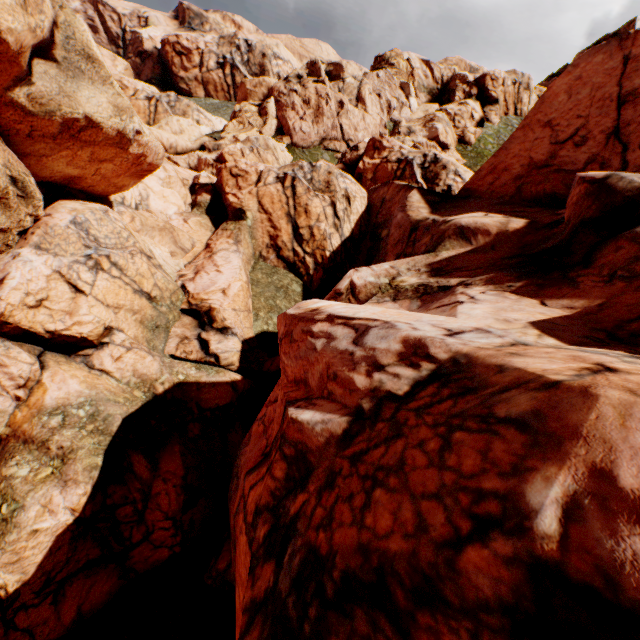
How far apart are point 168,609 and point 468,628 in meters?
11.2 m
